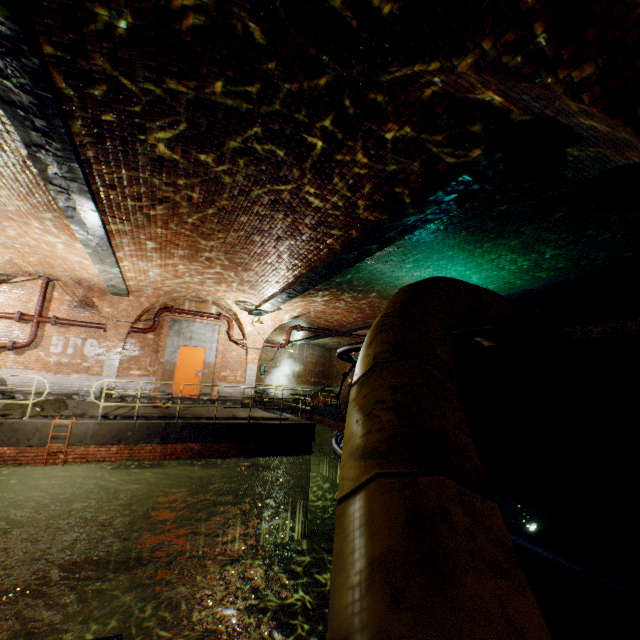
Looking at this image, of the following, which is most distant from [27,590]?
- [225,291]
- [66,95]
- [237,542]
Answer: [66,95]

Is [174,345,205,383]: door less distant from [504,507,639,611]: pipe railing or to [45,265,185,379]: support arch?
[45,265,185,379]: support arch

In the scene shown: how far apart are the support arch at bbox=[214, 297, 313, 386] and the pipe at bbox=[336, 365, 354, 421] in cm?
862

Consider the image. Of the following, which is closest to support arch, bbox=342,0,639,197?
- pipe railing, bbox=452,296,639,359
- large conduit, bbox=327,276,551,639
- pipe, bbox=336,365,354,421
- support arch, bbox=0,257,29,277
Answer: pipe railing, bbox=452,296,639,359

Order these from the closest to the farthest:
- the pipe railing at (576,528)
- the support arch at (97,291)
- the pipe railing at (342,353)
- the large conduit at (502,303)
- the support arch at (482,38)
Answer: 1. the large conduit at (502,303)
2. the pipe railing at (576,528)
3. the support arch at (482,38)
4. the pipe railing at (342,353)
5. the support arch at (97,291)

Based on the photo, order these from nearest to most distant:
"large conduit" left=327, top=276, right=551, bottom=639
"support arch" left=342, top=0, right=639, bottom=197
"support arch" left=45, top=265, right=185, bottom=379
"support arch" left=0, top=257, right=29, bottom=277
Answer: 1. "large conduit" left=327, top=276, right=551, bottom=639
2. "support arch" left=342, top=0, right=639, bottom=197
3. "support arch" left=0, top=257, right=29, bottom=277
4. "support arch" left=45, top=265, right=185, bottom=379

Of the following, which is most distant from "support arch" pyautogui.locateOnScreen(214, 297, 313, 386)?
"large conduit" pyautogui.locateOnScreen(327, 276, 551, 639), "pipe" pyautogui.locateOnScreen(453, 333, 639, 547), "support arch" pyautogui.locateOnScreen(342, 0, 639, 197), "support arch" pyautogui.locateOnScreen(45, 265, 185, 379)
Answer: "pipe" pyautogui.locateOnScreen(453, 333, 639, 547)

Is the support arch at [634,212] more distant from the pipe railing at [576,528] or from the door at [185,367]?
the door at [185,367]
